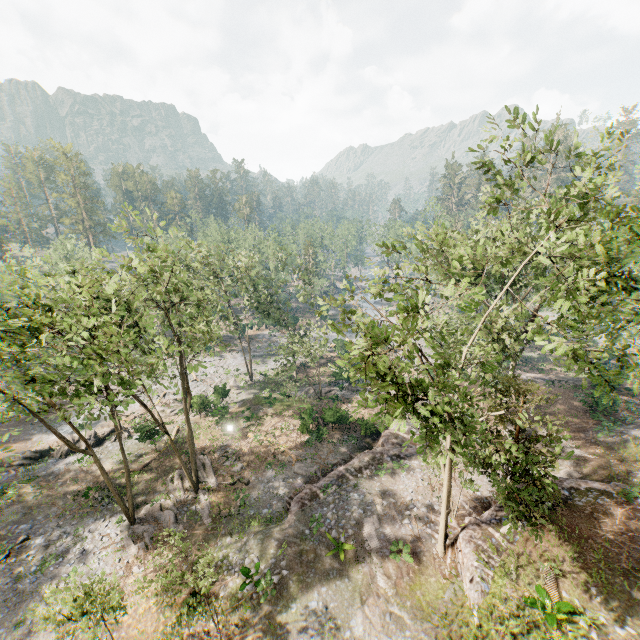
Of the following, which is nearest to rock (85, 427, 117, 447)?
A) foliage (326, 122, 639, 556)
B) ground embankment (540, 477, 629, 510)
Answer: foliage (326, 122, 639, 556)

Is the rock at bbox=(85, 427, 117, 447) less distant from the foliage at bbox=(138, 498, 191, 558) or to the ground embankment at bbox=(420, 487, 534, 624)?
the foliage at bbox=(138, 498, 191, 558)

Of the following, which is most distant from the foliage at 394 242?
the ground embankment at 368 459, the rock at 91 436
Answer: the ground embankment at 368 459

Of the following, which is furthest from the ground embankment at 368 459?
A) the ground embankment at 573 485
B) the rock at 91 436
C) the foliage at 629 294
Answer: the rock at 91 436

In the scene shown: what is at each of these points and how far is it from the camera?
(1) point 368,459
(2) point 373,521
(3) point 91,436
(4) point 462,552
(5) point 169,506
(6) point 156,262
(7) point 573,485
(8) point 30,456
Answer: (1) ground embankment, 25.2 meters
(2) foliage, 19.6 meters
(3) rock, 31.6 meters
(4) ground embankment, 16.0 meters
(5) foliage, 23.6 meters
(6) foliage, 20.6 meters
(7) ground embankment, 19.4 meters
(8) rock, 29.2 meters

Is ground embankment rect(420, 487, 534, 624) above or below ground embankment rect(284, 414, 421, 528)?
above

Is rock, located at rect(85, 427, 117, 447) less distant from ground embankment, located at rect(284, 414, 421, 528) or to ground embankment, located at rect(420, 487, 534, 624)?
ground embankment, located at rect(284, 414, 421, 528)

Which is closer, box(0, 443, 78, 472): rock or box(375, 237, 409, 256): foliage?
box(375, 237, 409, 256): foliage
